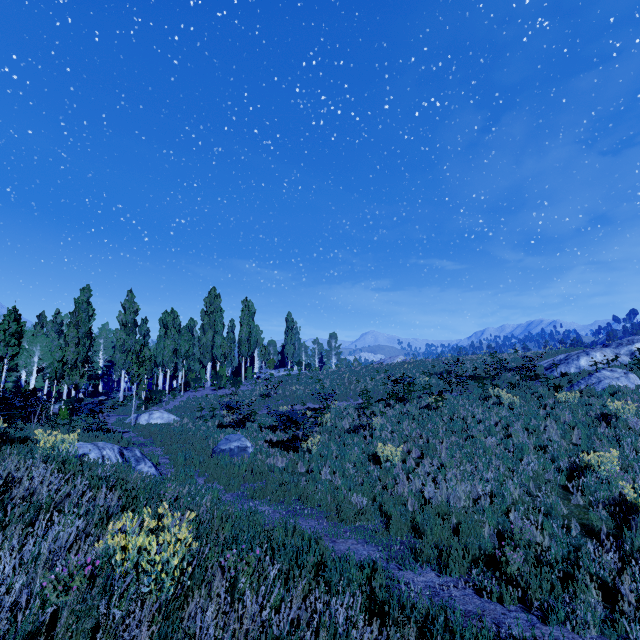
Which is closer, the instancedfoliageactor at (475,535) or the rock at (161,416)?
the instancedfoliageactor at (475,535)

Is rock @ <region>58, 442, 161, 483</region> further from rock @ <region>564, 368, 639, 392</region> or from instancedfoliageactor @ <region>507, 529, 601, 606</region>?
rock @ <region>564, 368, 639, 392</region>

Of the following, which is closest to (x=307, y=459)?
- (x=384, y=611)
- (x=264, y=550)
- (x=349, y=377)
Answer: (x=264, y=550)

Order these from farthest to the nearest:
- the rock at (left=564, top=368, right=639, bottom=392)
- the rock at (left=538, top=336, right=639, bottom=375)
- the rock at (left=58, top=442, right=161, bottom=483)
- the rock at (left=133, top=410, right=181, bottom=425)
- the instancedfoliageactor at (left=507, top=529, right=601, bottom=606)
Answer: the rock at (left=538, top=336, right=639, bottom=375), the rock at (left=133, top=410, right=181, bottom=425), the rock at (left=564, top=368, right=639, bottom=392), the rock at (left=58, top=442, right=161, bottom=483), the instancedfoliageactor at (left=507, top=529, right=601, bottom=606)

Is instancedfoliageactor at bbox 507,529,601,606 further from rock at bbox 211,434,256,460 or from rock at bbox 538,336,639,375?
rock at bbox 538,336,639,375

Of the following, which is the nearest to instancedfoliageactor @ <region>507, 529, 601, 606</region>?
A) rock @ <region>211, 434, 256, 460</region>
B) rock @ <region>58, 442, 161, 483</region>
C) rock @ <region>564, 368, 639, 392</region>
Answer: rock @ <region>58, 442, 161, 483</region>

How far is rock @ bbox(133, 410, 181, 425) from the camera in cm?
2048

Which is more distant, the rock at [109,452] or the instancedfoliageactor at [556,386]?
the instancedfoliageactor at [556,386]
